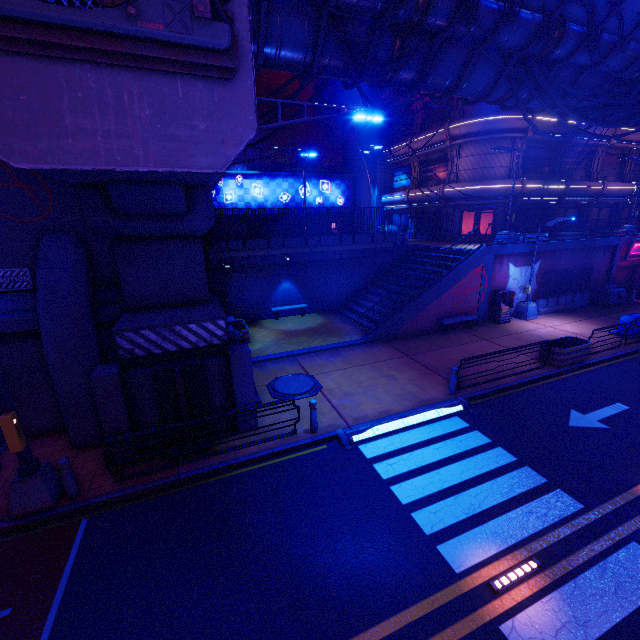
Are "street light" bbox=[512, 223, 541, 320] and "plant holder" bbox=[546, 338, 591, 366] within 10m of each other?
yes

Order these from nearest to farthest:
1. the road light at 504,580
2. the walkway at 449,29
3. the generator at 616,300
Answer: the walkway at 449,29 < the road light at 504,580 < the generator at 616,300

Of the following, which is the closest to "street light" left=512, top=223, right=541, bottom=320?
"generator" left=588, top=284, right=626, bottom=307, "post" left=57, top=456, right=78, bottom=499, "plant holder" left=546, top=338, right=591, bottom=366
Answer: "plant holder" left=546, top=338, right=591, bottom=366

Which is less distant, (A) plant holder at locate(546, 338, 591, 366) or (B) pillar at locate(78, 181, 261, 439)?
(B) pillar at locate(78, 181, 261, 439)

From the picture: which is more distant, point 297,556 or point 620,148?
point 620,148

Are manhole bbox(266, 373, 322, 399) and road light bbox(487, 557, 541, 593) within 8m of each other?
yes

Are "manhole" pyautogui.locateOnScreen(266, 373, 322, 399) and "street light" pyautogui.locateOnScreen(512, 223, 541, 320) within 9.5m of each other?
no

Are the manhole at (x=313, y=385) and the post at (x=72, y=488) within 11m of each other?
yes
